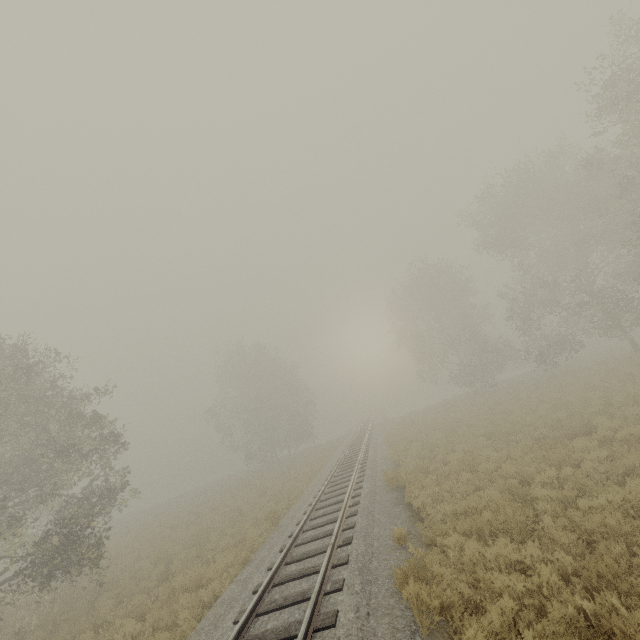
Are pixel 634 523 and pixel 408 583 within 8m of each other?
yes
